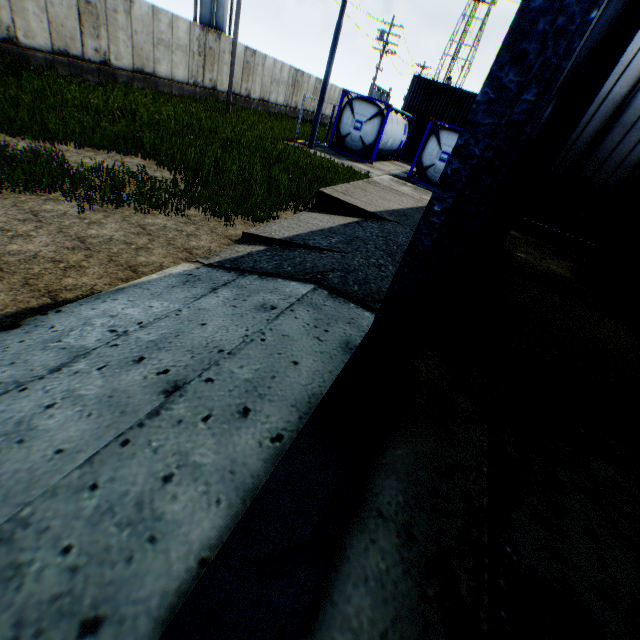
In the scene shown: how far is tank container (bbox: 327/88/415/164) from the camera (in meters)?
17.64

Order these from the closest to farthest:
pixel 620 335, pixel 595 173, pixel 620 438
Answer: pixel 620 438, pixel 620 335, pixel 595 173

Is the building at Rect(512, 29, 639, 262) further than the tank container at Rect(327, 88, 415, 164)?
No

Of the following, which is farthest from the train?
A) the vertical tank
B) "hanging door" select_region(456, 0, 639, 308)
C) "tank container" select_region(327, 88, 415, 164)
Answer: the vertical tank

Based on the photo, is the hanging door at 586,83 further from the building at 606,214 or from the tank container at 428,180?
the tank container at 428,180

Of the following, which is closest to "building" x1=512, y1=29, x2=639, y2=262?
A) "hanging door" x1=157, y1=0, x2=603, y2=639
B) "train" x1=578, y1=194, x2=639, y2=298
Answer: "hanging door" x1=157, y1=0, x2=603, y2=639

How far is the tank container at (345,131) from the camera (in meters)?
17.64

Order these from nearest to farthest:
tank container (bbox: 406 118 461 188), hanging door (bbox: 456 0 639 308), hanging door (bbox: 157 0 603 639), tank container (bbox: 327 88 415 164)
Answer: hanging door (bbox: 157 0 603 639)
hanging door (bbox: 456 0 639 308)
tank container (bbox: 406 118 461 188)
tank container (bbox: 327 88 415 164)
